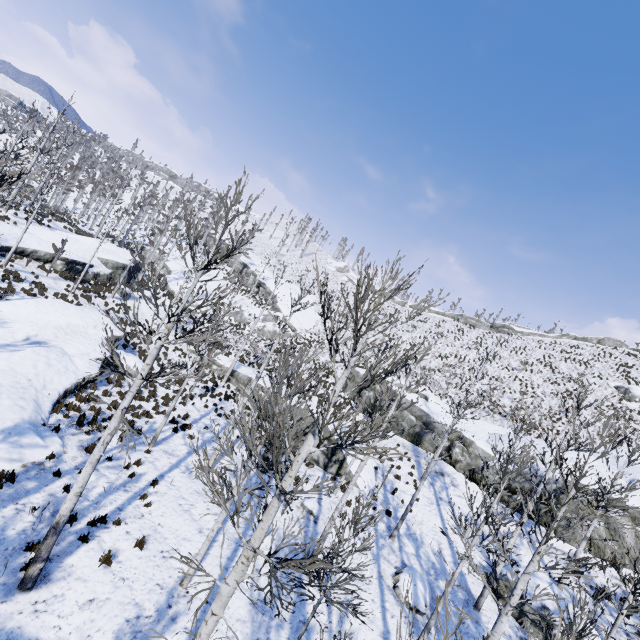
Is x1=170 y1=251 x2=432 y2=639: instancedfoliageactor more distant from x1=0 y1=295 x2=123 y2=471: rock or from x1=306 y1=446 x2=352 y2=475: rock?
x1=0 y1=295 x2=123 y2=471: rock

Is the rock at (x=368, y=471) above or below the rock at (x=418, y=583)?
above

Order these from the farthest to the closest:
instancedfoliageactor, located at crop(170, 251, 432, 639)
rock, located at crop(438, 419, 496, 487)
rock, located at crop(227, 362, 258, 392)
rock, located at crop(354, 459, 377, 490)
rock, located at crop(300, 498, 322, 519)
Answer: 1. rock, located at crop(227, 362, 258, 392)
2. rock, located at crop(438, 419, 496, 487)
3. rock, located at crop(354, 459, 377, 490)
4. rock, located at crop(300, 498, 322, 519)
5. instancedfoliageactor, located at crop(170, 251, 432, 639)

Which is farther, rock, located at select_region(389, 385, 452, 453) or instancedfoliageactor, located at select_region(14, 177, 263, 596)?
rock, located at select_region(389, 385, 452, 453)

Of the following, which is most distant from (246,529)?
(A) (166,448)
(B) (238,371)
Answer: (B) (238,371)

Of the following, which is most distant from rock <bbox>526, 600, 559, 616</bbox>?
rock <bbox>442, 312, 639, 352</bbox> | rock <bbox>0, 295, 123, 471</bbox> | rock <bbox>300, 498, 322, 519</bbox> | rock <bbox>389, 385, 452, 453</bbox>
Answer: rock <bbox>442, 312, 639, 352</bbox>

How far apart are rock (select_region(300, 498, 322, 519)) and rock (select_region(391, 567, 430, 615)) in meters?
3.5 m

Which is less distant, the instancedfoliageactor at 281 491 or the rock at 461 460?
the instancedfoliageactor at 281 491
